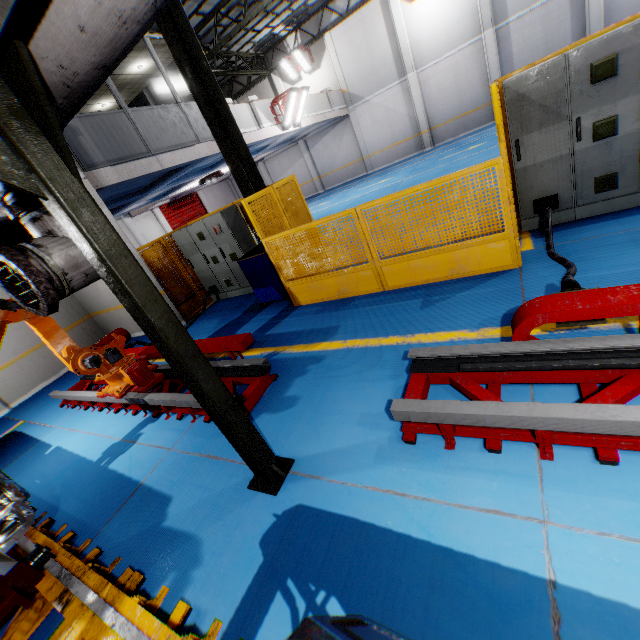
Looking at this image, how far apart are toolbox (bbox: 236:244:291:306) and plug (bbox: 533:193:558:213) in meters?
4.6

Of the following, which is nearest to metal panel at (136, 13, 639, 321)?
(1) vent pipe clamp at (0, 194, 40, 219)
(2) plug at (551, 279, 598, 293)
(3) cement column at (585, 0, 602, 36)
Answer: (2) plug at (551, 279, 598, 293)

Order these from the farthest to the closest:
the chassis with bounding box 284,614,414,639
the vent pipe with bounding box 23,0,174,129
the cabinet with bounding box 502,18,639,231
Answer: the cabinet with bounding box 502,18,639,231 < the vent pipe with bounding box 23,0,174,129 < the chassis with bounding box 284,614,414,639

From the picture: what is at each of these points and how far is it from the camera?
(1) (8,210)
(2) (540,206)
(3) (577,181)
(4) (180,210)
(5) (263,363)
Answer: (1) vent pipe clamp, 2.45m
(2) plug, 4.90m
(3) cabinet, 4.64m
(4) door, 23.11m
(5) metal platform, 4.47m

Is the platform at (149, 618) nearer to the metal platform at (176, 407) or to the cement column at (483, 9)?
the metal platform at (176, 407)

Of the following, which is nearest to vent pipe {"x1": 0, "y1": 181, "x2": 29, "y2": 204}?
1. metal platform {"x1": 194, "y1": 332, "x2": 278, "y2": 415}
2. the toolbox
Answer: metal platform {"x1": 194, "y1": 332, "x2": 278, "y2": 415}

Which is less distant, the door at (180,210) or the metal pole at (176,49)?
the metal pole at (176,49)

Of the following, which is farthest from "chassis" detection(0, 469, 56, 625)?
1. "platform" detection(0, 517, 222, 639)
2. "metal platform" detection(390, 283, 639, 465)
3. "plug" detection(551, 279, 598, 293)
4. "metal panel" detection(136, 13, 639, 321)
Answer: "metal panel" detection(136, 13, 639, 321)
